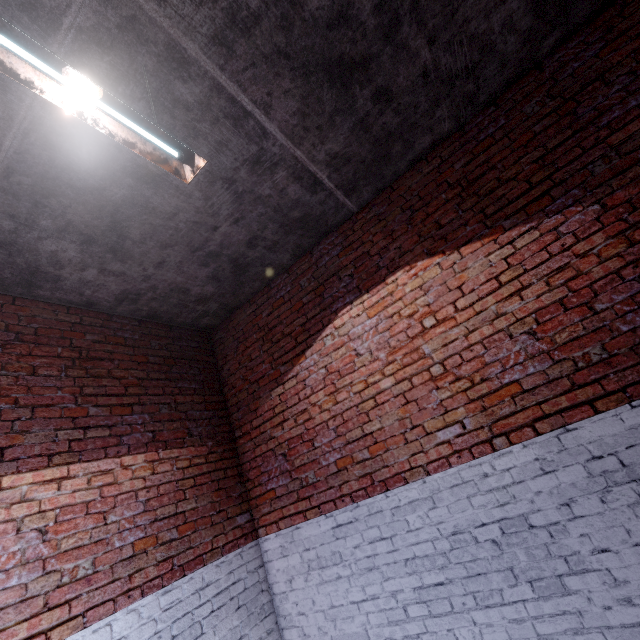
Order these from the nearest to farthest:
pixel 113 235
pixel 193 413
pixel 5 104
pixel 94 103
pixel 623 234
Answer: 1. pixel 94 103
2. pixel 5 104
3. pixel 623 234
4. pixel 113 235
5. pixel 193 413
